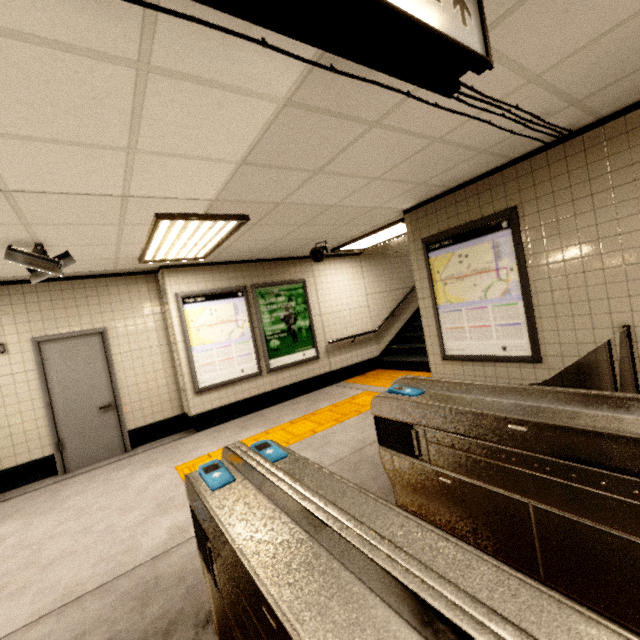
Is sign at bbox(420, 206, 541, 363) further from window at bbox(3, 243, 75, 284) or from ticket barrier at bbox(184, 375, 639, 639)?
window at bbox(3, 243, 75, 284)

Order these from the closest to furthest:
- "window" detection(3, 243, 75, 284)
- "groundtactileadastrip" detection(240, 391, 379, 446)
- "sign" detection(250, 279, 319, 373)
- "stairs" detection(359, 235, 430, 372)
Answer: "window" detection(3, 243, 75, 284), "groundtactileadastrip" detection(240, 391, 379, 446), "sign" detection(250, 279, 319, 373), "stairs" detection(359, 235, 430, 372)

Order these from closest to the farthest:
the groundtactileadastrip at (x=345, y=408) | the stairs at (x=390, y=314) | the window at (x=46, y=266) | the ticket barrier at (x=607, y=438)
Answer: the ticket barrier at (x=607, y=438) → the window at (x=46, y=266) → the groundtactileadastrip at (x=345, y=408) → the stairs at (x=390, y=314)

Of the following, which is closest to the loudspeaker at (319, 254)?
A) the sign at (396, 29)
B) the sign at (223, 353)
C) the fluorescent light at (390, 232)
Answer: the fluorescent light at (390, 232)

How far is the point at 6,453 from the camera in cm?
455

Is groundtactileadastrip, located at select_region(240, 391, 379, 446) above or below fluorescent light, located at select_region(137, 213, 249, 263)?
below

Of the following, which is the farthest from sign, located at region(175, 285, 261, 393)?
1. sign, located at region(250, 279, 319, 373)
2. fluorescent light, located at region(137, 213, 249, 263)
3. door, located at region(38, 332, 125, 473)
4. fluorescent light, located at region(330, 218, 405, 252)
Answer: fluorescent light, located at region(330, 218, 405, 252)

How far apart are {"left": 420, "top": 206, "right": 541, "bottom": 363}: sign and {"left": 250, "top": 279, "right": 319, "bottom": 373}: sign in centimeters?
300cm
